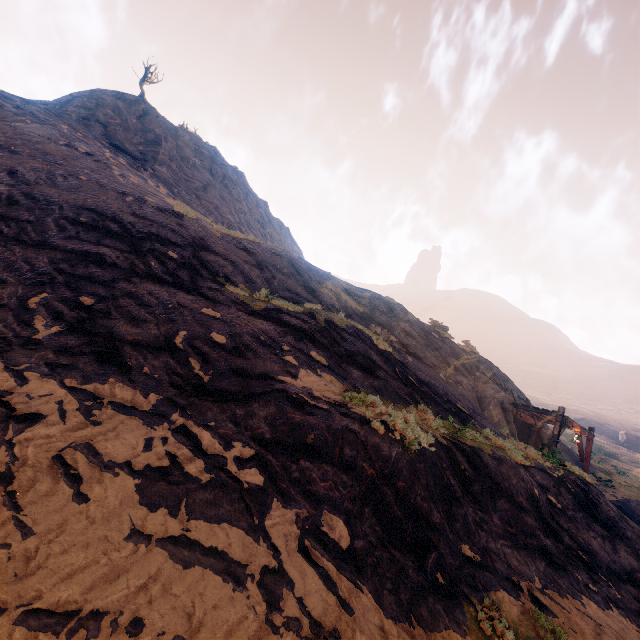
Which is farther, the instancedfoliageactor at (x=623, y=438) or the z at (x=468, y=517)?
the instancedfoliageactor at (x=623, y=438)

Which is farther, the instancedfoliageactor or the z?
the instancedfoliageactor

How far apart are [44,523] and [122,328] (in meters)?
4.43
